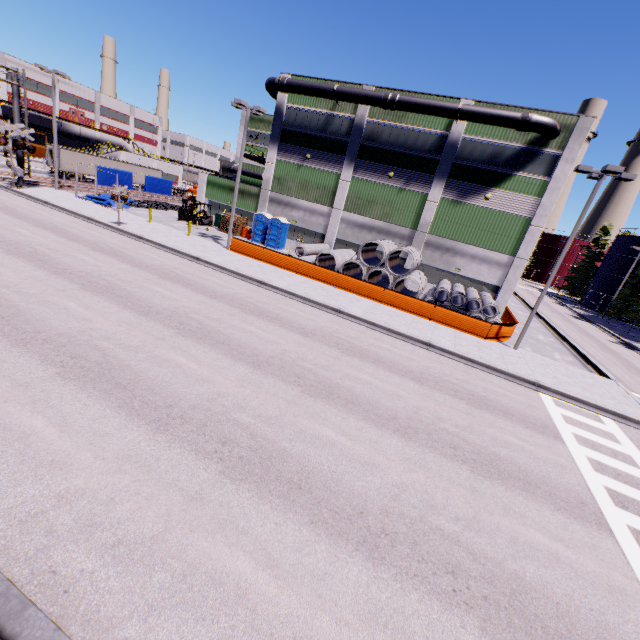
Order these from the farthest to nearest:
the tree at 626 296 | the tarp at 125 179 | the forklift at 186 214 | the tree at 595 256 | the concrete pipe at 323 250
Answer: the tree at 595 256, the tree at 626 296, the tarp at 125 179, the forklift at 186 214, the concrete pipe at 323 250

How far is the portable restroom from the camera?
30.62m

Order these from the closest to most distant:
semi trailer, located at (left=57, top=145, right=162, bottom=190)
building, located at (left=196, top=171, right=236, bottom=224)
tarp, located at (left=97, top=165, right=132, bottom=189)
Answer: tarp, located at (left=97, top=165, right=132, bottom=189), building, located at (left=196, top=171, right=236, bottom=224), semi trailer, located at (left=57, top=145, right=162, bottom=190)

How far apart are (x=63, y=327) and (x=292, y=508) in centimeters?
886cm

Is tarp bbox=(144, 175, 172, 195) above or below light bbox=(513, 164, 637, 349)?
below

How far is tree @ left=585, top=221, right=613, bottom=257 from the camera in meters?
58.3 m

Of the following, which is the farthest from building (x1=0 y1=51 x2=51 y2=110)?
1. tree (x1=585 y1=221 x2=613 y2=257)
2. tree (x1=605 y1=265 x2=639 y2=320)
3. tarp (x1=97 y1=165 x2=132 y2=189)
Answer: tree (x1=605 y1=265 x2=639 y2=320)

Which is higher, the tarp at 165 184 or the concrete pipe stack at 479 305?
the tarp at 165 184
